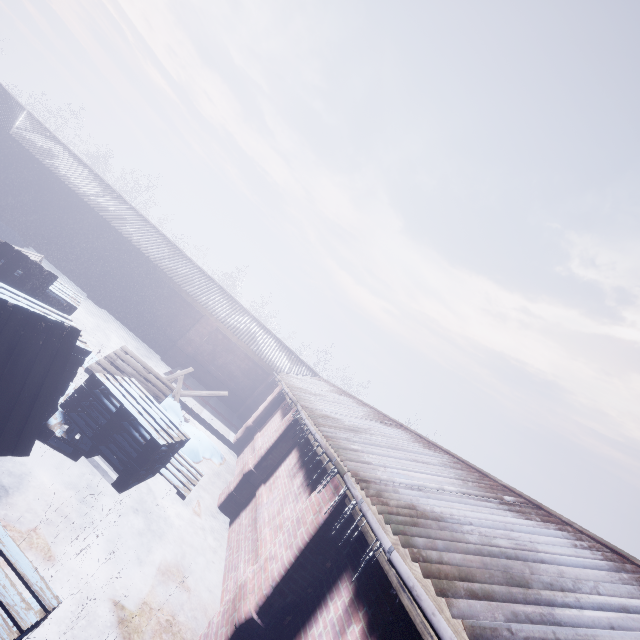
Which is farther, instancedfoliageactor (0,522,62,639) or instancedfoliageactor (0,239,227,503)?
instancedfoliageactor (0,239,227,503)

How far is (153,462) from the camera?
4.57m

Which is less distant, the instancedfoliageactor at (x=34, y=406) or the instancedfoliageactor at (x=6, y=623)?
the instancedfoliageactor at (x=6, y=623)
